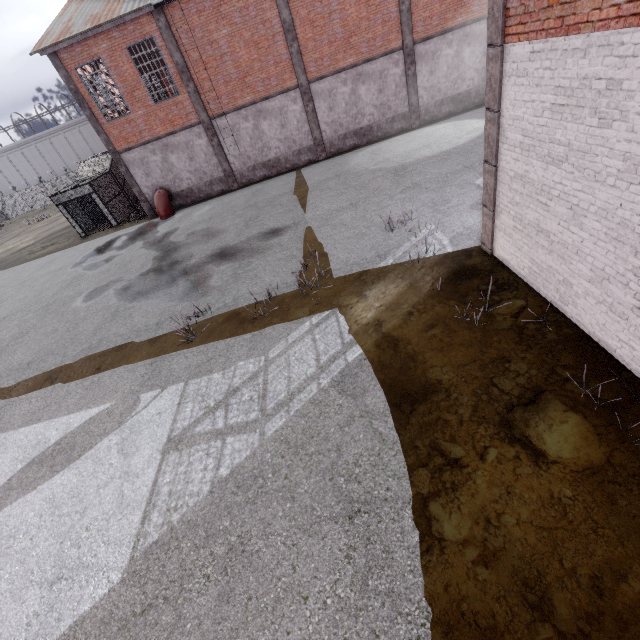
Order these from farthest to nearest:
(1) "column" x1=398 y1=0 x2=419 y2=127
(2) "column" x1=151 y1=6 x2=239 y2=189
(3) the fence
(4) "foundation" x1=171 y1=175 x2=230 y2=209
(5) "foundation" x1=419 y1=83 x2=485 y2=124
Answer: (3) the fence
(4) "foundation" x1=171 y1=175 x2=230 y2=209
(5) "foundation" x1=419 y1=83 x2=485 y2=124
(1) "column" x1=398 y1=0 x2=419 y2=127
(2) "column" x1=151 y1=6 x2=239 y2=189

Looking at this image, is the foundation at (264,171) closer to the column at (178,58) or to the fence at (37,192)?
the column at (178,58)

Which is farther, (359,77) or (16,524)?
(359,77)

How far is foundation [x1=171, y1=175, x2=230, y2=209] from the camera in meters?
20.7 m

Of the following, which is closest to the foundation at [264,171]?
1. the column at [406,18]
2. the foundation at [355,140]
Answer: the foundation at [355,140]

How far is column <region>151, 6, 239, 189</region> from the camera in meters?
16.0 m

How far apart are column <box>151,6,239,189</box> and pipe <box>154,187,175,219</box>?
3.7m

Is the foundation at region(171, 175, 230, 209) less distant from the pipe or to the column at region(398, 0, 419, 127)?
the pipe
